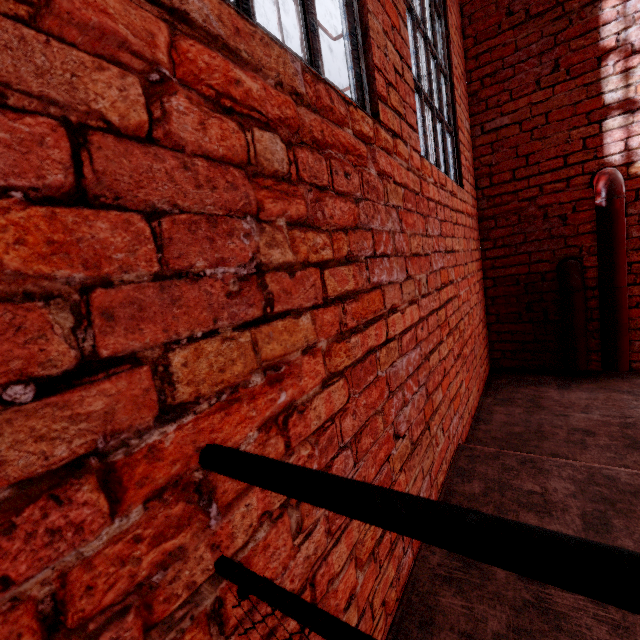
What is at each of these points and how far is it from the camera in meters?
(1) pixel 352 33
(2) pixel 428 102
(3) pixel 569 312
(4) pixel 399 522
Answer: (1) window, 1.3 m
(2) window, 2.3 m
(3) pipe, 3.1 m
(4) metal railing, 0.4 m

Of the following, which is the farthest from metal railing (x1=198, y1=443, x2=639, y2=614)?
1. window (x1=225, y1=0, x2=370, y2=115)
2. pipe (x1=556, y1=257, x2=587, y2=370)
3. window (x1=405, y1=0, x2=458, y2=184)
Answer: pipe (x1=556, y1=257, x2=587, y2=370)

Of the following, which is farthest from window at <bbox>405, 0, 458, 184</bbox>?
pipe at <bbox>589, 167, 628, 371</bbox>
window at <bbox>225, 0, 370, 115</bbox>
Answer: pipe at <bbox>589, 167, 628, 371</bbox>

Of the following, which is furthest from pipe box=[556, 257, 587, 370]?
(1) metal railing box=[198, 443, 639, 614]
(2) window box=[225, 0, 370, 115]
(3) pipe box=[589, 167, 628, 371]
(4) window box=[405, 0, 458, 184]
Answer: (1) metal railing box=[198, 443, 639, 614]

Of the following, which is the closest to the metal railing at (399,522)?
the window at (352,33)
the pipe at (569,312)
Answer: the window at (352,33)

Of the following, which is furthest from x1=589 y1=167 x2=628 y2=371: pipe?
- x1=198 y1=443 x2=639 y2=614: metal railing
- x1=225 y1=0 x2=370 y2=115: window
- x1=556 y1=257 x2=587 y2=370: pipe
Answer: x1=198 y1=443 x2=639 y2=614: metal railing

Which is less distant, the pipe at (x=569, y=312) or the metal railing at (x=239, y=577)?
the metal railing at (x=239, y=577)

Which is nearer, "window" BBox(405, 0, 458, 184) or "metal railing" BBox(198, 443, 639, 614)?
"metal railing" BBox(198, 443, 639, 614)
